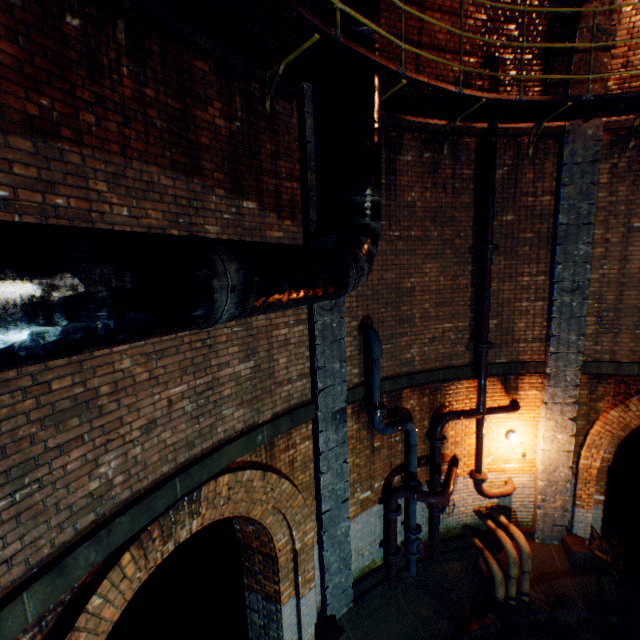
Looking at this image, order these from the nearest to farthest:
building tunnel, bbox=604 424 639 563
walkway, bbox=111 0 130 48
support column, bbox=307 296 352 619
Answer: walkway, bbox=111 0 130 48
support column, bbox=307 296 352 619
building tunnel, bbox=604 424 639 563

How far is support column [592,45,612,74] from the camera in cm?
593

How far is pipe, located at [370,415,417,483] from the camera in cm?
596

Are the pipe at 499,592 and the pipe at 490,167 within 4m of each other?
no

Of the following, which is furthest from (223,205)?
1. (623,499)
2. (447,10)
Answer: (623,499)

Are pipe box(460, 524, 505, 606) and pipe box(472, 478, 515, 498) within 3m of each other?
yes

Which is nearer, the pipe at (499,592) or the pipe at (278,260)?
the pipe at (278,260)

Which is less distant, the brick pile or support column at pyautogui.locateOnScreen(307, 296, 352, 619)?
support column at pyautogui.locateOnScreen(307, 296, 352, 619)
